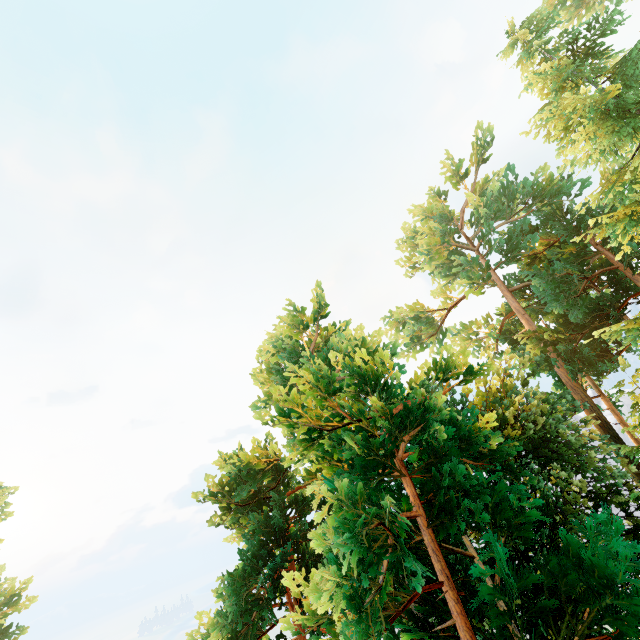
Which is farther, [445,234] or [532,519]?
[445,234]
